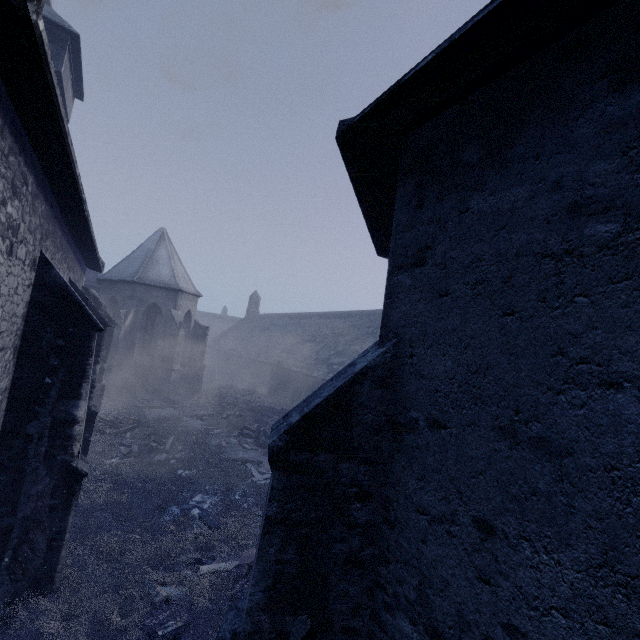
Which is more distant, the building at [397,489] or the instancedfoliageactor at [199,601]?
the instancedfoliageactor at [199,601]

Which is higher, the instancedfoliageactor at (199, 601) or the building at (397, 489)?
the building at (397, 489)

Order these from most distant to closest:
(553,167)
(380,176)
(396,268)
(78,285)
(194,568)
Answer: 1. (78,285)
2. (194,568)
3. (380,176)
4. (396,268)
5. (553,167)

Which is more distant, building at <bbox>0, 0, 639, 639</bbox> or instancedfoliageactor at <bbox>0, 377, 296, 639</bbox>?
instancedfoliageactor at <bbox>0, 377, 296, 639</bbox>

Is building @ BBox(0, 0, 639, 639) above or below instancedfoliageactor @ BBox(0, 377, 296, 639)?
above
